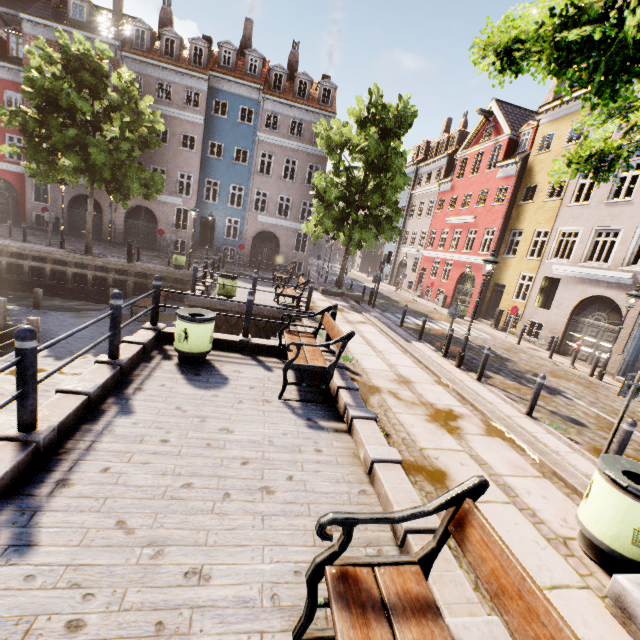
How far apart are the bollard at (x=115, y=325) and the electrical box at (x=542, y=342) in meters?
19.3 m

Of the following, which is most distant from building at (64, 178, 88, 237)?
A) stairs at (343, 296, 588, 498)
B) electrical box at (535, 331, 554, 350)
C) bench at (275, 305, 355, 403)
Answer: bench at (275, 305, 355, 403)

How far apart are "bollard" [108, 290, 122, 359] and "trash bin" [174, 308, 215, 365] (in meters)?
0.98

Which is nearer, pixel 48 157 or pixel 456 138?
pixel 48 157

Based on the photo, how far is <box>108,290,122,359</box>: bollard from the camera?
4.98m

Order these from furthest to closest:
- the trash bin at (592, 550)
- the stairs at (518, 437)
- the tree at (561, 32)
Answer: the stairs at (518, 437), the trash bin at (592, 550), the tree at (561, 32)

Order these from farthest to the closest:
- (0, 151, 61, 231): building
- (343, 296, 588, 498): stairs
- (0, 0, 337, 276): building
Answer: (0, 151, 61, 231): building
(0, 0, 337, 276): building
(343, 296, 588, 498): stairs

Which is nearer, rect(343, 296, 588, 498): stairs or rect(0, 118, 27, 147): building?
rect(343, 296, 588, 498): stairs
